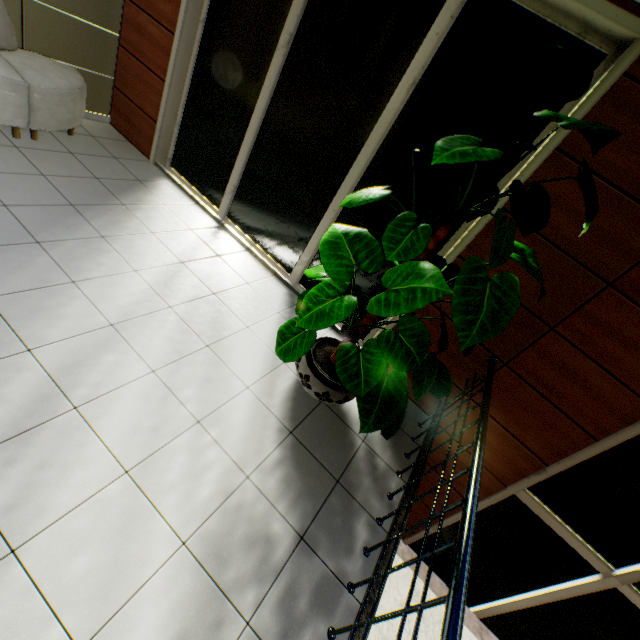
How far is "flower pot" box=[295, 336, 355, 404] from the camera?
2.6m

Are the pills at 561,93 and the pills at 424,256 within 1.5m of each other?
yes

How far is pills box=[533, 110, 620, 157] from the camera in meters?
1.6

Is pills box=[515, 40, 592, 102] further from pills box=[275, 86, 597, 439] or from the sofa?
the sofa

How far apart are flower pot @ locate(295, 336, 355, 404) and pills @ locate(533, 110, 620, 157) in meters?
2.1

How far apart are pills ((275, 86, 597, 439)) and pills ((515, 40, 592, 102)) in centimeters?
24cm

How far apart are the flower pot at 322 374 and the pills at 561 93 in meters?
2.1

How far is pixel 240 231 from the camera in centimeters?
430cm
